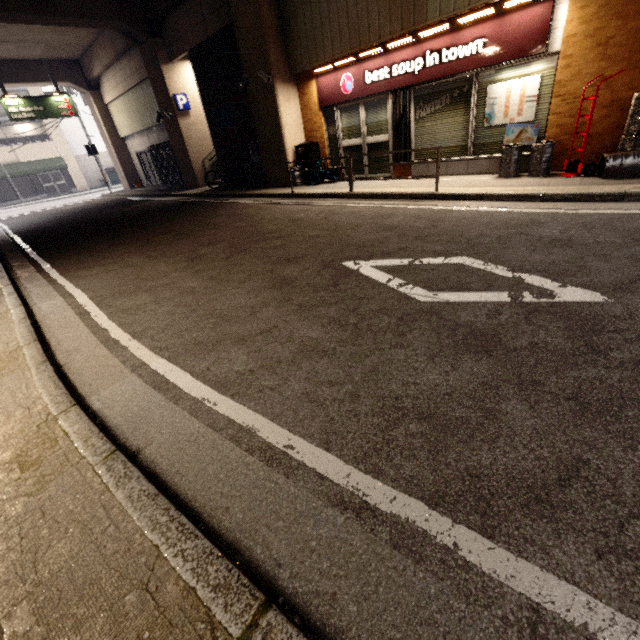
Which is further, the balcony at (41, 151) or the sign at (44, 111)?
the balcony at (41, 151)

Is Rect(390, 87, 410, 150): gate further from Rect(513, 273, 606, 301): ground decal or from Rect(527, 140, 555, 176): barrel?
Rect(513, 273, 606, 301): ground decal

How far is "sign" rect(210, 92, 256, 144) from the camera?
11.4 meters

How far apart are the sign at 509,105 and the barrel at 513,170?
0.3m

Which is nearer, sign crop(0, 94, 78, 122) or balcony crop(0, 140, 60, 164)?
sign crop(0, 94, 78, 122)

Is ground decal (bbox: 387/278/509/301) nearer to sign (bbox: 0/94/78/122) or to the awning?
sign (bbox: 0/94/78/122)

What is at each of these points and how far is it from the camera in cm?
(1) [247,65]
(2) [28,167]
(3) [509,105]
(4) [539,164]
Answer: (1) concrete pillar, 969
(2) awning, 2764
(3) sign, 665
(4) barrel, 625

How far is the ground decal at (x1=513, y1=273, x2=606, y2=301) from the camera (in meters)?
2.64
